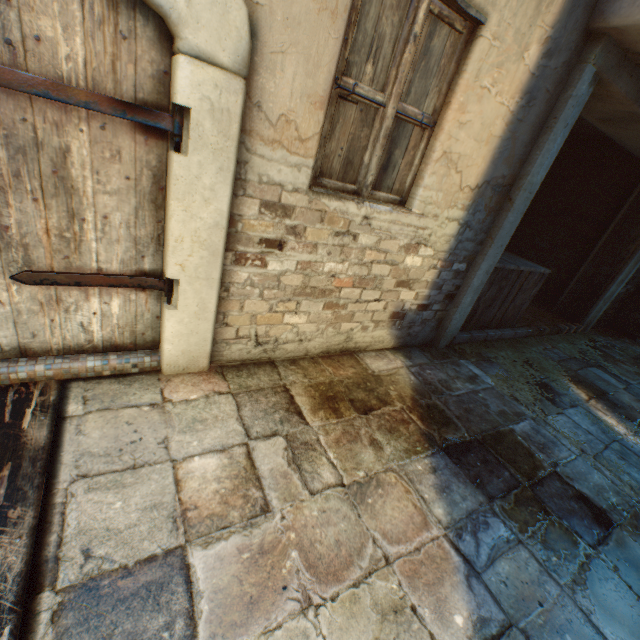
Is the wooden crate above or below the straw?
above

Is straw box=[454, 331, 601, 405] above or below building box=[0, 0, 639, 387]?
below

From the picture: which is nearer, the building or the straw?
the building

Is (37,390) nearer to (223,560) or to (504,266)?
(223,560)

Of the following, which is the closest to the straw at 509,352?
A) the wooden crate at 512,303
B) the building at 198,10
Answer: the wooden crate at 512,303

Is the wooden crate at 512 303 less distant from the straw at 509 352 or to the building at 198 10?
the straw at 509 352

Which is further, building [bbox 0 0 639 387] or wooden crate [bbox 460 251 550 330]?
wooden crate [bbox 460 251 550 330]

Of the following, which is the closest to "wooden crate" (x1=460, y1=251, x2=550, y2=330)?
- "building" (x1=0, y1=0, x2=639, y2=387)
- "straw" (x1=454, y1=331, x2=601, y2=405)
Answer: "straw" (x1=454, y1=331, x2=601, y2=405)
